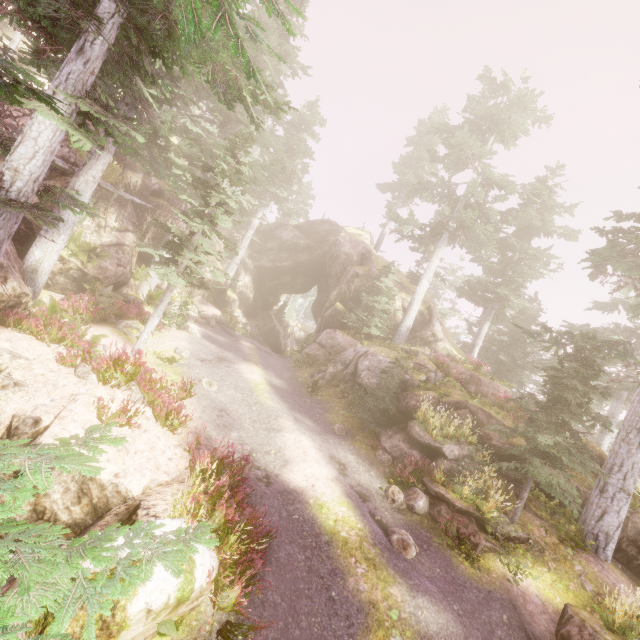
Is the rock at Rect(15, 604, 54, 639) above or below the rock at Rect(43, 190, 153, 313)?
below

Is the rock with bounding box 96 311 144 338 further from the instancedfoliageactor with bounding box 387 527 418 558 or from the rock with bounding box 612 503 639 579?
the rock with bounding box 612 503 639 579

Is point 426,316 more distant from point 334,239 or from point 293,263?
point 293,263

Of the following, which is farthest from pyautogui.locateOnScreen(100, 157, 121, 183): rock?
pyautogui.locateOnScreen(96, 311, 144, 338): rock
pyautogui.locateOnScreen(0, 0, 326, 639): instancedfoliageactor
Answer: pyautogui.locateOnScreen(96, 311, 144, 338): rock

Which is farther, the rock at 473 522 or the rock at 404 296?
the rock at 404 296

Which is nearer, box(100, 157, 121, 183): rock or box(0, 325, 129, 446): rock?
box(0, 325, 129, 446): rock

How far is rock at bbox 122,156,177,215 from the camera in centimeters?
2184cm
